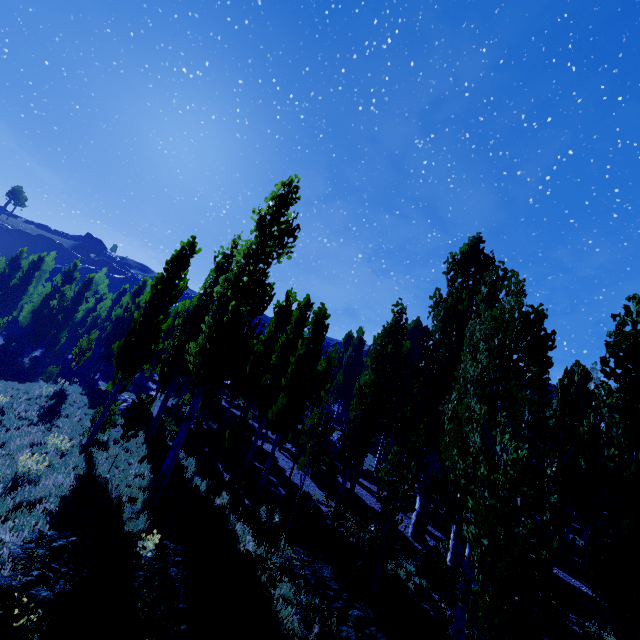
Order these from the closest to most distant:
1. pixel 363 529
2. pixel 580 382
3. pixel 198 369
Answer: pixel 198 369 < pixel 363 529 < pixel 580 382
